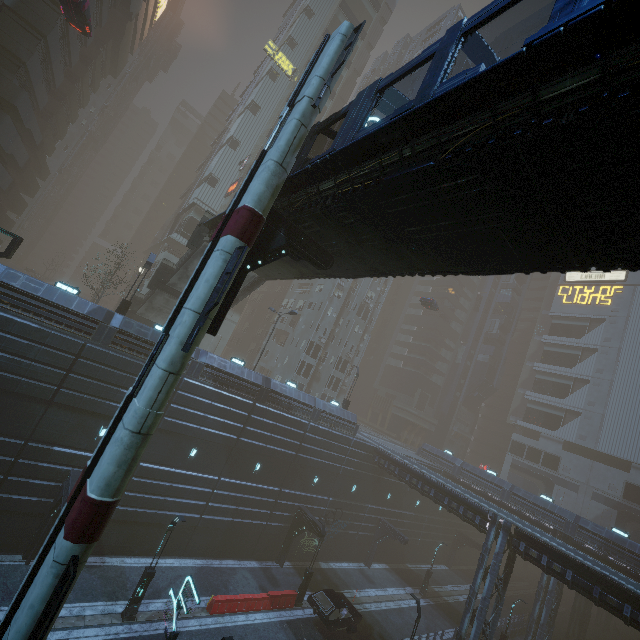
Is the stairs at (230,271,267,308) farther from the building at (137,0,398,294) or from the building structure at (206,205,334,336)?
the building structure at (206,205,334,336)

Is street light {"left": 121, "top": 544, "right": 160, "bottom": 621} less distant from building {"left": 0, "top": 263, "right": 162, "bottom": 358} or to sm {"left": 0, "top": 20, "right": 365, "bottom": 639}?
building {"left": 0, "top": 263, "right": 162, "bottom": 358}

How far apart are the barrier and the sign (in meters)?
57.28

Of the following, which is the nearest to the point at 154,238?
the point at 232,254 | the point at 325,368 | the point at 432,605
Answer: the point at 325,368

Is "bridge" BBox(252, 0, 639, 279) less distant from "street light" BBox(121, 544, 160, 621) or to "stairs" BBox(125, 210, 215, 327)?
"stairs" BBox(125, 210, 215, 327)

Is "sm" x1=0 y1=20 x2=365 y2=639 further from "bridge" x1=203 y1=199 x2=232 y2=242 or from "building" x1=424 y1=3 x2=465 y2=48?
"building" x1=424 y1=3 x2=465 y2=48

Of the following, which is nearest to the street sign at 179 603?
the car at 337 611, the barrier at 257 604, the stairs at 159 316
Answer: the barrier at 257 604

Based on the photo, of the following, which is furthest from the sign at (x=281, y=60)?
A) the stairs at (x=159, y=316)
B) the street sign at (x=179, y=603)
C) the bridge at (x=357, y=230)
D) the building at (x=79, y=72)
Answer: the street sign at (x=179, y=603)
